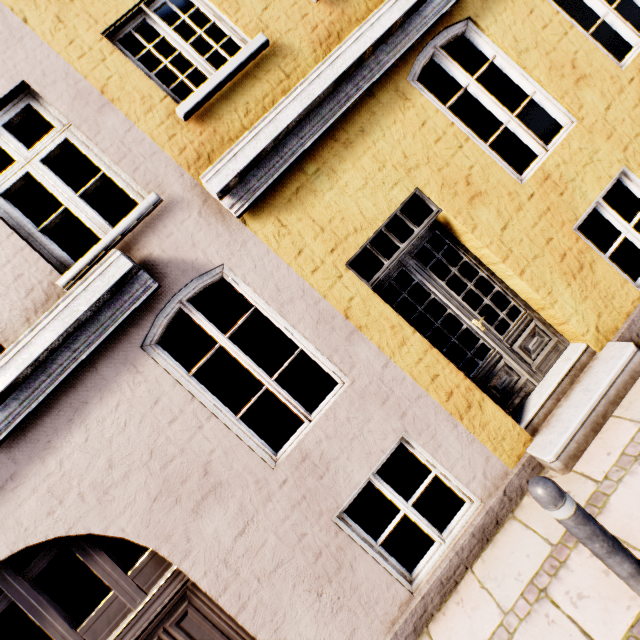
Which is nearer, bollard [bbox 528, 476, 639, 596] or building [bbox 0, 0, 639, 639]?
bollard [bbox 528, 476, 639, 596]

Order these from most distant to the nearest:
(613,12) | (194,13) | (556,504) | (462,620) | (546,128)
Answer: (194,13)
(546,128)
(613,12)
(462,620)
(556,504)

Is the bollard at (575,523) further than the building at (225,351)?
No
